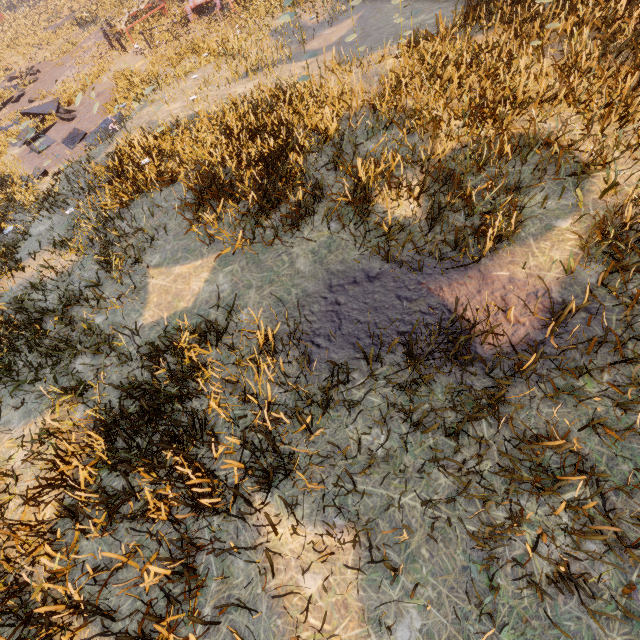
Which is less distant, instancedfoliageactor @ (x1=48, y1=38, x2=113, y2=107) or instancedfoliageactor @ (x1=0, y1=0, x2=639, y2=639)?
instancedfoliageactor @ (x1=0, y1=0, x2=639, y2=639)

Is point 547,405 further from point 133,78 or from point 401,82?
point 133,78

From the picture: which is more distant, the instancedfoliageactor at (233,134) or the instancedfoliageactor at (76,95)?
the instancedfoliageactor at (76,95)

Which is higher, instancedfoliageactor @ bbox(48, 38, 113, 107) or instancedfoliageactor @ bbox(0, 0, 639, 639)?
instancedfoliageactor @ bbox(0, 0, 639, 639)

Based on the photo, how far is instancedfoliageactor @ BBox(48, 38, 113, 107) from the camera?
15.1m

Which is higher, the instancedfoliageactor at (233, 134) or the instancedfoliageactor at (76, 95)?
the instancedfoliageactor at (233, 134)
